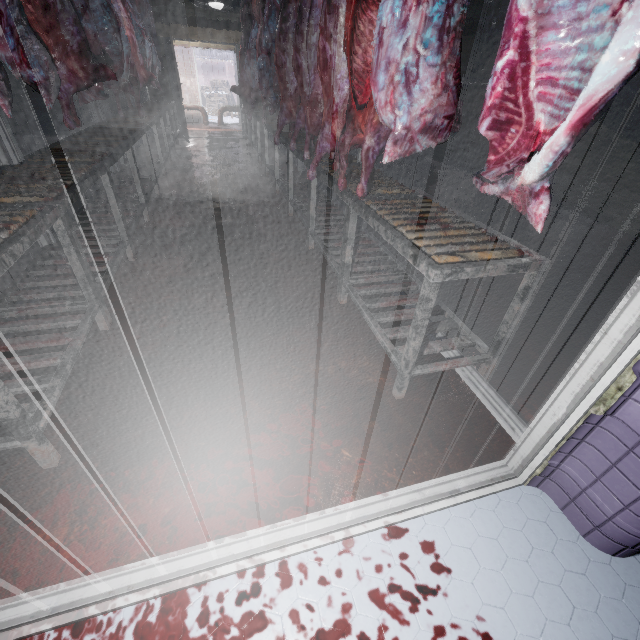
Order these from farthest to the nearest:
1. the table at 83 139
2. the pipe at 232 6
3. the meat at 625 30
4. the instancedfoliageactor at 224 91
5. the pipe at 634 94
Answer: the instancedfoliageactor at 224 91, the pipe at 232 6, the pipe at 634 94, the table at 83 139, the meat at 625 30

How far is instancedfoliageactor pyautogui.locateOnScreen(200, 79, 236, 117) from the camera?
14.9 meters

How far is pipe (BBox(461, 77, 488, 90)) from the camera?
5.84m

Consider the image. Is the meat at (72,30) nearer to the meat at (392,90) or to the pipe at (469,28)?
the pipe at (469,28)

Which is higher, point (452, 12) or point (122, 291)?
point (452, 12)

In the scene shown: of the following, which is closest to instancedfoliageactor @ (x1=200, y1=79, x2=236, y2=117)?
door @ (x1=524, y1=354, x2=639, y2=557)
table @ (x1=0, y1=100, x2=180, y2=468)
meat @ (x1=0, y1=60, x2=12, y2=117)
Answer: table @ (x1=0, y1=100, x2=180, y2=468)

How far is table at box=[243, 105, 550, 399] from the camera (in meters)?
1.42

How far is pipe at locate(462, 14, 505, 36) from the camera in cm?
541
